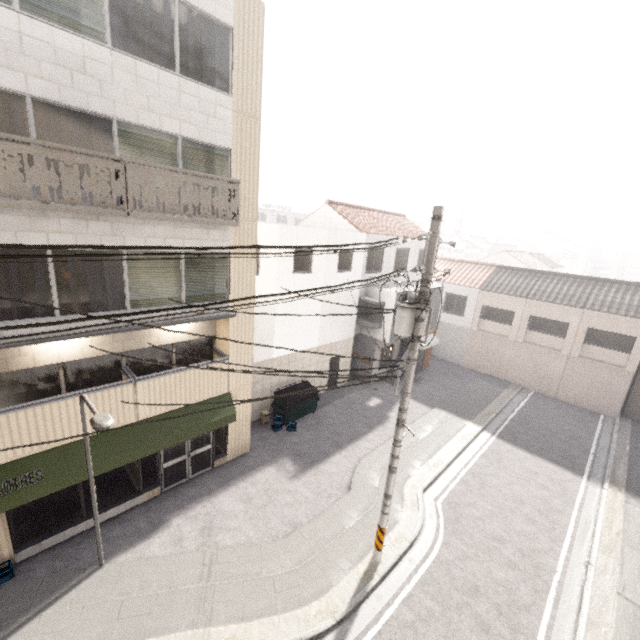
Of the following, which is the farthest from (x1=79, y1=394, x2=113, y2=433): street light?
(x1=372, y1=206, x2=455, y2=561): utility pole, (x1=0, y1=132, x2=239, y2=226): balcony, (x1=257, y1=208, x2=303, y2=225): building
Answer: (x1=257, y1=208, x2=303, y2=225): building

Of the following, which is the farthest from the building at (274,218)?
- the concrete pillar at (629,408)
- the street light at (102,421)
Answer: the concrete pillar at (629,408)

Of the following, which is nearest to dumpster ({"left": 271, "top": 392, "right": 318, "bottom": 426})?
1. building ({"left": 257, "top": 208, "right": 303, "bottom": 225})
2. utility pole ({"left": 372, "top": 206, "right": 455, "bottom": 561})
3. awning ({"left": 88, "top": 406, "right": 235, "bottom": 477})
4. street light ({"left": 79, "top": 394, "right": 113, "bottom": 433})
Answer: awning ({"left": 88, "top": 406, "right": 235, "bottom": 477})

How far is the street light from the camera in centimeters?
563cm

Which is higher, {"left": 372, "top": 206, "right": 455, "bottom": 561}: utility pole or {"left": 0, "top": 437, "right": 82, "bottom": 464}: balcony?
{"left": 372, "top": 206, "right": 455, "bottom": 561}: utility pole

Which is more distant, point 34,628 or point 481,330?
point 481,330

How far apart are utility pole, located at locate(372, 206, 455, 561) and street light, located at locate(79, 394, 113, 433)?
5.84m

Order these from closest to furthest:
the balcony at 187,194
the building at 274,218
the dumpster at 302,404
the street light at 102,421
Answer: the street light at 102,421, the balcony at 187,194, the dumpster at 302,404, the building at 274,218
